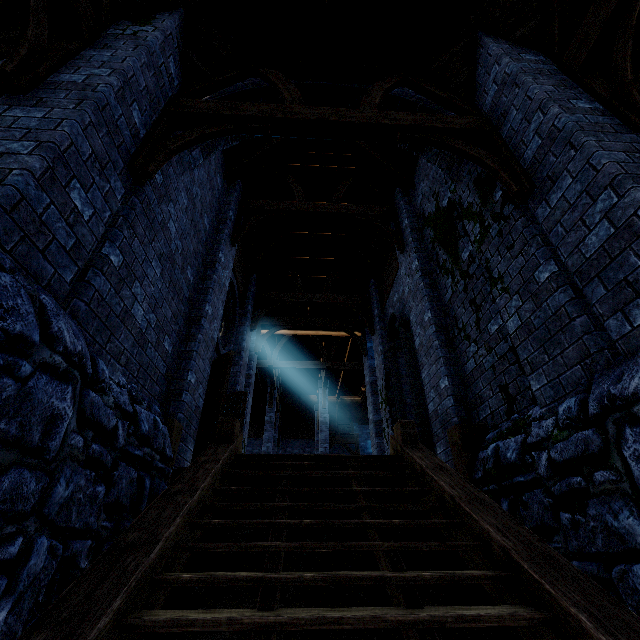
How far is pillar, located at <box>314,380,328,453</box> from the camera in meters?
17.2 m

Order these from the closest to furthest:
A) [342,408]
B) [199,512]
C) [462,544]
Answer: [462,544] → [199,512] → [342,408]

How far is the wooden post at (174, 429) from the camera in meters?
4.5 m

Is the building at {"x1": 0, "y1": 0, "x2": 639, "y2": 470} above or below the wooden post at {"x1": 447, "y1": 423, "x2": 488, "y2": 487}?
above

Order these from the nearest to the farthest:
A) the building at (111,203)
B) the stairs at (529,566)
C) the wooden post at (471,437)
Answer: the stairs at (529,566) < the building at (111,203) < the wooden post at (471,437)

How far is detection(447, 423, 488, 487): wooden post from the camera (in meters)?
4.50

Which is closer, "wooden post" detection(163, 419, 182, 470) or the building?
the building

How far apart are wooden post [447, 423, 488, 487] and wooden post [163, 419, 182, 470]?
4.1m
